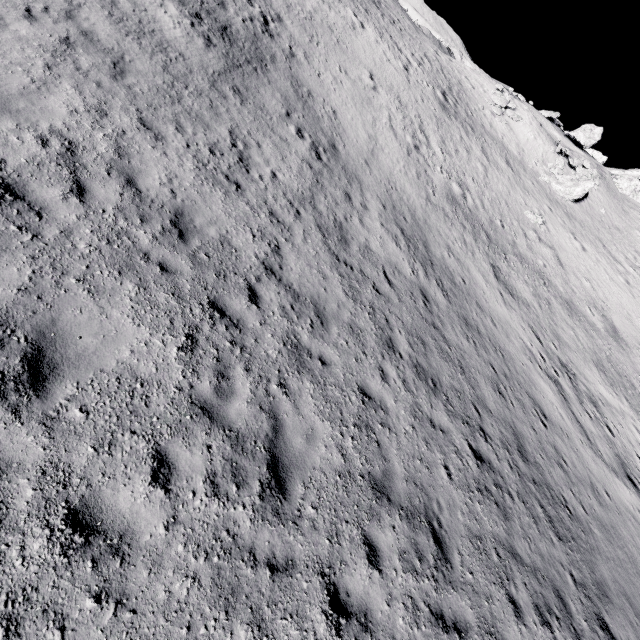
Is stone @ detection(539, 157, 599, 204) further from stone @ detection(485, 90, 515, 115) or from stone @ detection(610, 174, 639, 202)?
stone @ detection(610, 174, 639, 202)

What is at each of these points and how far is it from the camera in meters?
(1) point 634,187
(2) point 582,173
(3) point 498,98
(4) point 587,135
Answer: (1) stone, 44.8 m
(2) stone, 35.8 m
(3) stone, 34.2 m
(4) stone, 44.4 m

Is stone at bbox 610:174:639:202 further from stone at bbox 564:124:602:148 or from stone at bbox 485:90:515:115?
stone at bbox 485:90:515:115

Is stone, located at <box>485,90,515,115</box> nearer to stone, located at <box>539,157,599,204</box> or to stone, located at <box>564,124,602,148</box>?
stone, located at <box>539,157,599,204</box>

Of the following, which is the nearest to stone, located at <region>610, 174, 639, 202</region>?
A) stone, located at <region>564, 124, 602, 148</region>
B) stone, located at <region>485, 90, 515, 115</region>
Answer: stone, located at <region>564, 124, 602, 148</region>

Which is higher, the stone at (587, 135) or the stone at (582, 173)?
the stone at (587, 135)

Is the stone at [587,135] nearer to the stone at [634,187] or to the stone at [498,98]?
the stone at [634,187]

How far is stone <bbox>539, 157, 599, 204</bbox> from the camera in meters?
31.3 m
